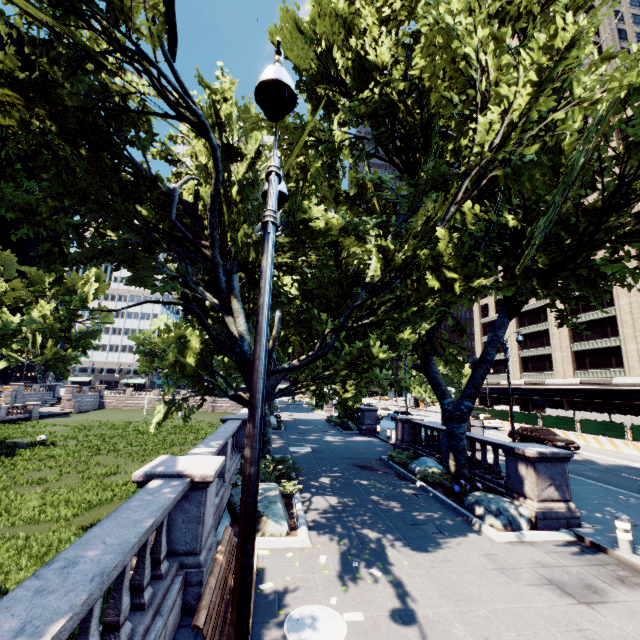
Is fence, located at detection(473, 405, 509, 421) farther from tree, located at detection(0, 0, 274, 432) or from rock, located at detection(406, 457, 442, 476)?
rock, located at detection(406, 457, 442, 476)

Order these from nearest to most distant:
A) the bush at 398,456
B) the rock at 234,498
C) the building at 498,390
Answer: the rock at 234,498
the bush at 398,456
the building at 498,390

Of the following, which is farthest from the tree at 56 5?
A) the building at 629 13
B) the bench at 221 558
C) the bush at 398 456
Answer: the building at 629 13

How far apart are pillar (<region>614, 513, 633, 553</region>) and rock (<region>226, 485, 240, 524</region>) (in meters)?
8.36

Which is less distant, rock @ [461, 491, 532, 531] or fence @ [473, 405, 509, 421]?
rock @ [461, 491, 532, 531]

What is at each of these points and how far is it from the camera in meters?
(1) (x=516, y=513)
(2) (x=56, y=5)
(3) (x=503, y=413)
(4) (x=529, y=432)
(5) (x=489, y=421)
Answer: (1) rock, 9.5 m
(2) tree, 11.1 m
(3) fence, 36.5 m
(4) vehicle, 24.8 m
(5) vehicle, 34.6 m

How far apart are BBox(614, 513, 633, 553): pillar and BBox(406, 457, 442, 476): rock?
6.6m

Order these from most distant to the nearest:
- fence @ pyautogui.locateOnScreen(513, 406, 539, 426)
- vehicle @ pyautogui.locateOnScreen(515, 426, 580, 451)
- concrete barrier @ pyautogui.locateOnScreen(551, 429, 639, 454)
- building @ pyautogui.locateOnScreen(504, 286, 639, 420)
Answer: building @ pyautogui.locateOnScreen(504, 286, 639, 420) < fence @ pyautogui.locateOnScreen(513, 406, 539, 426) < concrete barrier @ pyautogui.locateOnScreen(551, 429, 639, 454) < vehicle @ pyautogui.locateOnScreen(515, 426, 580, 451)
